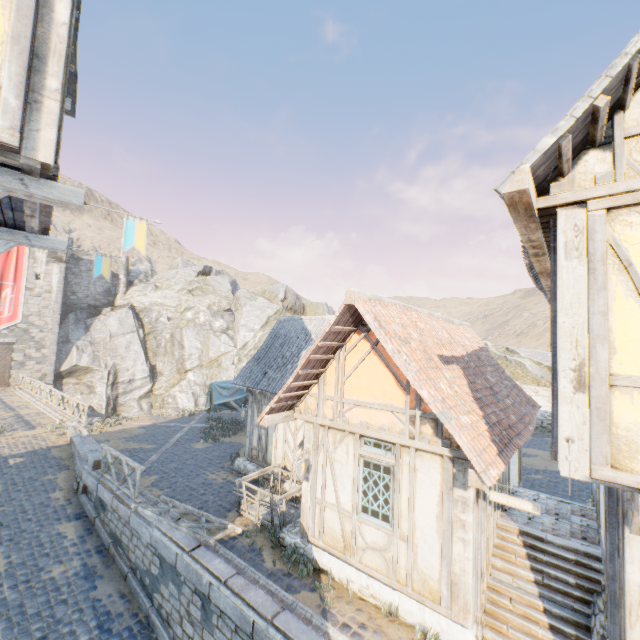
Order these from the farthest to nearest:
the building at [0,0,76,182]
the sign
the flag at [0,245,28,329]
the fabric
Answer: the flag at [0,245,28,329] < the fabric < the sign < the building at [0,0,76,182]

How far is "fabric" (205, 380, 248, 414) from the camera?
14.6 meters

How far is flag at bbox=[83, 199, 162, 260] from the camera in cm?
405

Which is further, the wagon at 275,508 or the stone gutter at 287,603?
the wagon at 275,508

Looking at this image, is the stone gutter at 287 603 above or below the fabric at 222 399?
below

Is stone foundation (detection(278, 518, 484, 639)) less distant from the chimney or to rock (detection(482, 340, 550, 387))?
rock (detection(482, 340, 550, 387))

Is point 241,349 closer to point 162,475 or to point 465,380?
point 162,475

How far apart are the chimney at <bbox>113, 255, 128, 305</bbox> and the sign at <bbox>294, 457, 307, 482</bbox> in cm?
3812
